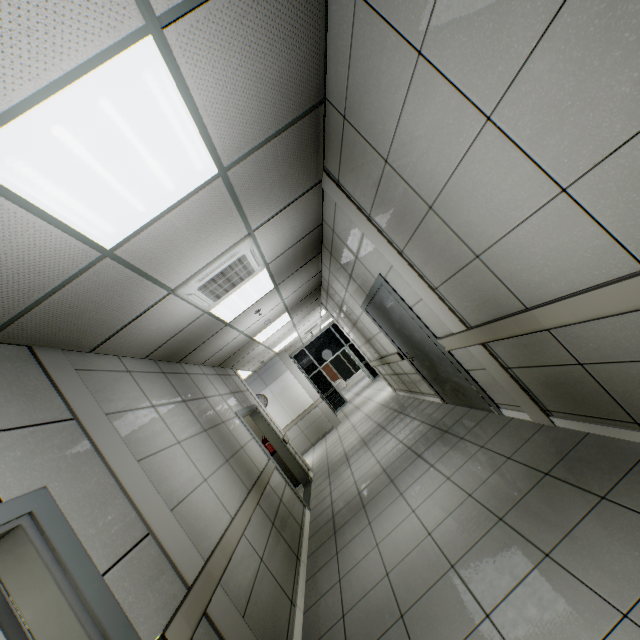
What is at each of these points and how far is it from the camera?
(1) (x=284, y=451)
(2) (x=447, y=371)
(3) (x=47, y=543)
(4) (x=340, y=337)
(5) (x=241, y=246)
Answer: (1) door, 7.34m
(2) door, 4.29m
(3) door, 1.63m
(4) doorway, 15.15m
(5) air conditioning vent, 3.37m

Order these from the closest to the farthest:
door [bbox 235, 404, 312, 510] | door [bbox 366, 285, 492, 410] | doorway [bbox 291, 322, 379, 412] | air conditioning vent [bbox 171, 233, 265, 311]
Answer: air conditioning vent [bbox 171, 233, 265, 311], door [bbox 366, 285, 492, 410], door [bbox 235, 404, 312, 510], doorway [bbox 291, 322, 379, 412]

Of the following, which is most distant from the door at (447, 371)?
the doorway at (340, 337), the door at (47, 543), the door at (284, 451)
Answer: the doorway at (340, 337)

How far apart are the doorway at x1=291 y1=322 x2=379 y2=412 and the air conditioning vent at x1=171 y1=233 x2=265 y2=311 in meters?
10.9 m

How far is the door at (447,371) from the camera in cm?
408

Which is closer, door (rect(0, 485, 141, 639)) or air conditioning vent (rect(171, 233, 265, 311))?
door (rect(0, 485, 141, 639))

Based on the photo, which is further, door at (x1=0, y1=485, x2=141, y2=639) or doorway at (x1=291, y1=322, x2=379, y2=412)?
doorway at (x1=291, y1=322, x2=379, y2=412)

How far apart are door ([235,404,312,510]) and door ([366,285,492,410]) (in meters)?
3.01
